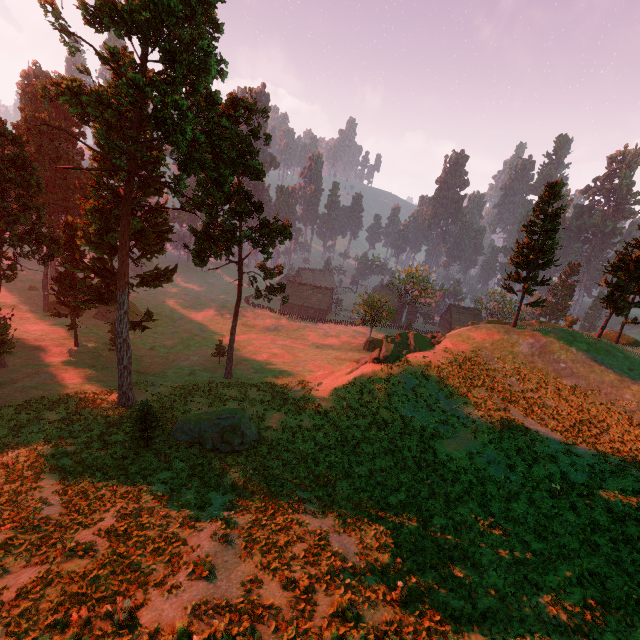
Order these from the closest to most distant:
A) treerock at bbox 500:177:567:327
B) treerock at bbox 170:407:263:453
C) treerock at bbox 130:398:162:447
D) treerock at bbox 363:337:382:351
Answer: treerock at bbox 130:398:162:447, treerock at bbox 170:407:263:453, treerock at bbox 500:177:567:327, treerock at bbox 363:337:382:351

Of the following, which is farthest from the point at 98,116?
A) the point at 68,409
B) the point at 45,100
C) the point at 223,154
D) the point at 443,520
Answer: the point at 443,520

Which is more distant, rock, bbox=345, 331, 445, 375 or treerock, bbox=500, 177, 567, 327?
treerock, bbox=500, 177, 567, 327

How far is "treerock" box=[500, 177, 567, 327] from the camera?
34.03m

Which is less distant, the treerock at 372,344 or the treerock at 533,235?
the treerock at 533,235
